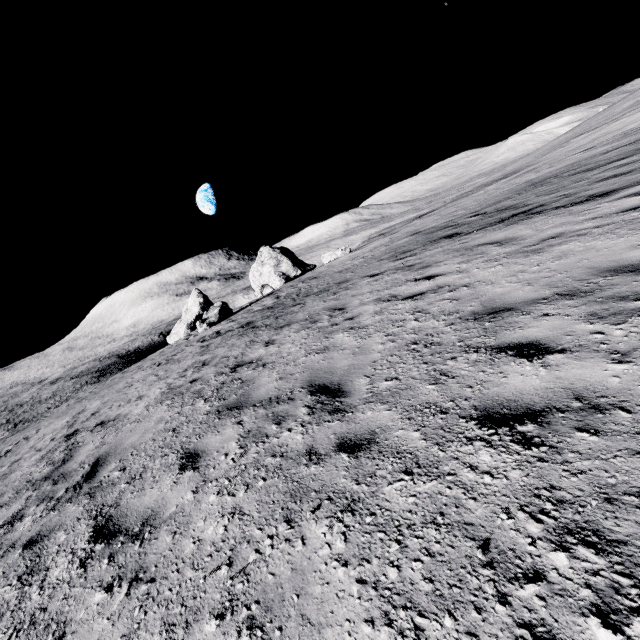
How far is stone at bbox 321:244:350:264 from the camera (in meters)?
32.28

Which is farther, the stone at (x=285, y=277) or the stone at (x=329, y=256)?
the stone at (x=285, y=277)

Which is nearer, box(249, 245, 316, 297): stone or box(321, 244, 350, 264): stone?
box(321, 244, 350, 264): stone

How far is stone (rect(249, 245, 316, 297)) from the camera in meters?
38.6 m

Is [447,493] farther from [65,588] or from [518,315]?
[65,588]

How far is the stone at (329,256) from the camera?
32.3 meters
